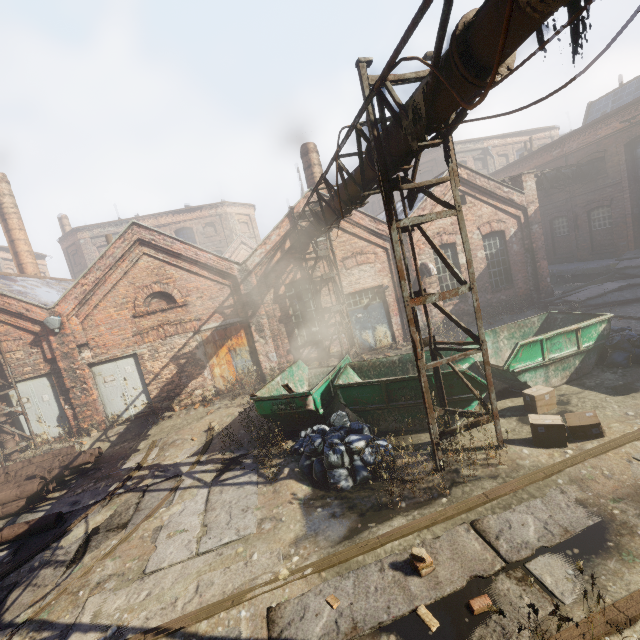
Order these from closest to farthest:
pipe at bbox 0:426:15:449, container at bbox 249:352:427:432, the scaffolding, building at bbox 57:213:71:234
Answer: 1. the scaffolding
2. container at bbox 249:352:427:432
3. pipe at bbox 0:426:15:449
4. building at bbox 57:213:71:234

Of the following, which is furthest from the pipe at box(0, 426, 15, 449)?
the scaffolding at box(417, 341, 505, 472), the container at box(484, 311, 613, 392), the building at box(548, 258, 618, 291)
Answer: the building at box(548, 258, 618, 291)

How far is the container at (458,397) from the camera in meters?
7.0

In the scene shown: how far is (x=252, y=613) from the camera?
4.0m

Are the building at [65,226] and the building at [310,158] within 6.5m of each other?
no

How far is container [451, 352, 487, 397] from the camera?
6.9m

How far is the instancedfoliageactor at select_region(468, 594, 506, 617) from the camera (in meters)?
2.71
